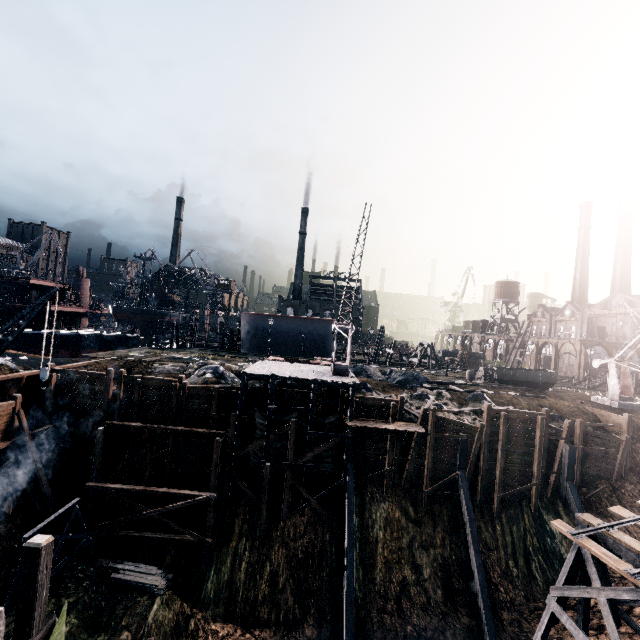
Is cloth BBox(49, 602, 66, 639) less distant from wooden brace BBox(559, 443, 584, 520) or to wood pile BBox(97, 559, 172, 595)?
wood pile BBox(97, 559, 172, 595)

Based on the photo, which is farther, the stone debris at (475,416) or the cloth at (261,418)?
the stone debris at (475,416)

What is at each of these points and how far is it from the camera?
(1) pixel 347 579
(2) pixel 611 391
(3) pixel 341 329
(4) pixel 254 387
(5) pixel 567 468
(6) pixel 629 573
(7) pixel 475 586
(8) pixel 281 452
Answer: (1) wooden brace, 20.2m
(2) crane, 31.8m
(3) crane, 29.1m
(4) stone debris, 27.6m
(5) wooden brace, 24.6m
(6) railway, 14.2m
(7) wooden brace, 21.2m
(8) cloth, 24.1m

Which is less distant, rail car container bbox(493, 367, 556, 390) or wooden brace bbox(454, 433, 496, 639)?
wooden brace bbox(454, 433, 496, 639)

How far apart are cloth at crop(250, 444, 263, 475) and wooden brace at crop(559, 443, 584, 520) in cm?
2316

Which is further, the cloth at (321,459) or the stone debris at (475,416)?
the stone debris at (475,416)

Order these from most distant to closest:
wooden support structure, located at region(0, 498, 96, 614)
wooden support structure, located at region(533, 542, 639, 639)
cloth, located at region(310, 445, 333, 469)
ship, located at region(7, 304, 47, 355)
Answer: ship, located at region(7, 304, 47, 355) < cloth, located at region(310, 445, 333, 469) < wooden support structure, located at region(0, 498, 96, 614) < wooden support structure, located at region(533, 542, 639, 639)

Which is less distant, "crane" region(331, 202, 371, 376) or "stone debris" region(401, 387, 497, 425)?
"crane" region(331, 202, 371, 376)
